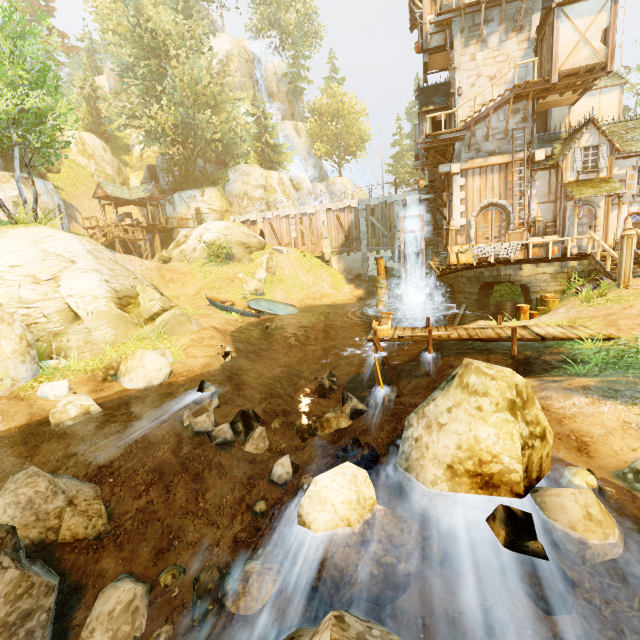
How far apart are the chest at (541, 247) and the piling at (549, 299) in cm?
173

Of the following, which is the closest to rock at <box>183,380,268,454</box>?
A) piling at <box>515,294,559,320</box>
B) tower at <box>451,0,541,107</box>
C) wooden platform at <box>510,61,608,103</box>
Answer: piling at <box>515,294,559,320</box>

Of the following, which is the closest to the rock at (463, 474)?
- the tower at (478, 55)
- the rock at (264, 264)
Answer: the tower at (478, 55)

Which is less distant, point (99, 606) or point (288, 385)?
point (99, 606)

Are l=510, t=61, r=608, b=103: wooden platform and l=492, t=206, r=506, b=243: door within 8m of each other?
yes

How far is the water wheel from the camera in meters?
19.2

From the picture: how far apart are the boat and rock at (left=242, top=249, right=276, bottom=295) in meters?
3.4

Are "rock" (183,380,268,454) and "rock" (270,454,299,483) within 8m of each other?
yes
